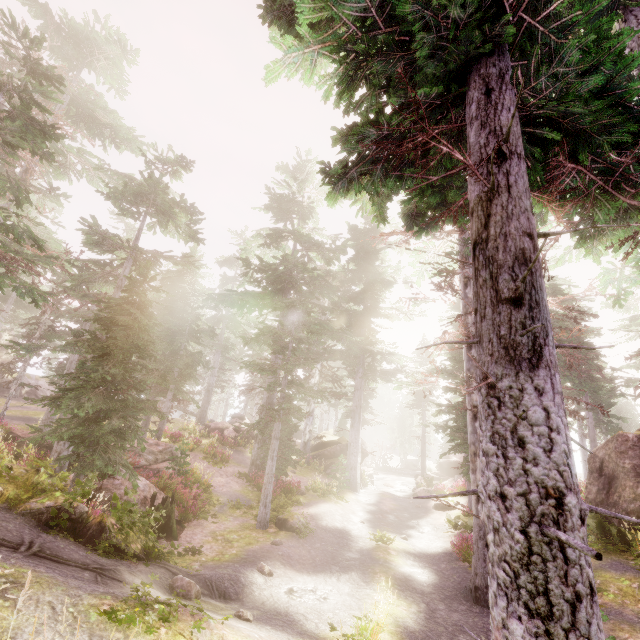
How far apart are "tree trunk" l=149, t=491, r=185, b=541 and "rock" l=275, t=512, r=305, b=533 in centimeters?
350cm

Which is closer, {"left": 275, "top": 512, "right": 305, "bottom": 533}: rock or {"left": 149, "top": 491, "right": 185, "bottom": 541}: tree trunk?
{"left": 149, "top": 491, "right": 185, "bottom": 541}: tree trunk

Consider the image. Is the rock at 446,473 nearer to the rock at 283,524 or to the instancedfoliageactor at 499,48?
the instancedfoliageactor at 499,48

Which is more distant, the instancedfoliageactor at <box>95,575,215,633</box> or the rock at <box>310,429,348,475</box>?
the rock at <box>310,429,348,475</box>

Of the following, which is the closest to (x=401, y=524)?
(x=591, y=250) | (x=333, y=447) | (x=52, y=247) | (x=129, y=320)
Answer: (x=333, y=447)

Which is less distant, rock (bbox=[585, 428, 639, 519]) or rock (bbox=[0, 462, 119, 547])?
rock (bbox=[0, 462, 119, 547])

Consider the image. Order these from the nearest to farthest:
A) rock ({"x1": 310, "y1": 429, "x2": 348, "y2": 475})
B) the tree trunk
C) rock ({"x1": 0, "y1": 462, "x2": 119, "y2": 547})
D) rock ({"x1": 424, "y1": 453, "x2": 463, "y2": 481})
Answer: rock ({"x1": 0, "y1": 462, "x2": 119, "y2": 547}) < the tree trunk < rock ({"x1": 310, "y1": 429, "x2": 348, "y2": 475}) < rock ({"x1": 424, "y1": 453, "x2": 463, "y2": 481})

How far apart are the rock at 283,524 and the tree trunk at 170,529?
3.5m
